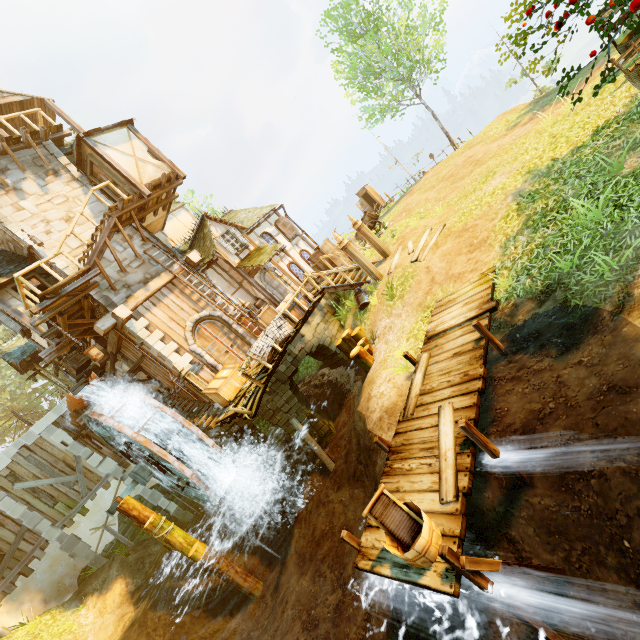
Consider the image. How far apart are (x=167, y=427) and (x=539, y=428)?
12.3m

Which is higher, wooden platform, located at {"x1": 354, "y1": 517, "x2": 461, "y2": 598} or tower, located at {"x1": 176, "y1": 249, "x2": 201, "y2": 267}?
tower, located at {"x1": 176, "y1": 249, "x2": 201, "y2": 267}

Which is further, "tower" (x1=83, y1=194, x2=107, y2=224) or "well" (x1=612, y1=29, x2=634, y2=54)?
"tower" (x1=83, y1=194, x2=107, y2=224)

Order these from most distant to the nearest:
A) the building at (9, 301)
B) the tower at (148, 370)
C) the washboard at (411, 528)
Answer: the tower at (148, 370) < the building at (9, 301) < the washboard at (411, 528)

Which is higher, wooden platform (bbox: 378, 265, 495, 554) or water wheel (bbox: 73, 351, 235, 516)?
water wheel (bbox: 73, 351, 235, 516)

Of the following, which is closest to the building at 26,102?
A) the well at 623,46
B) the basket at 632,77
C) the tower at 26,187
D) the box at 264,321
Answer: the tower at 26,187

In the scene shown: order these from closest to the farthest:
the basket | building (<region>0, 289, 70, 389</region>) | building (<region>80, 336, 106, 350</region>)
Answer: the basket < building (<region>0, 289, 70, 389</region>) < building (<region>80, 336, 106, 350</region>)

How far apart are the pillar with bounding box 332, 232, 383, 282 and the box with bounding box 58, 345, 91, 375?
14.1m
